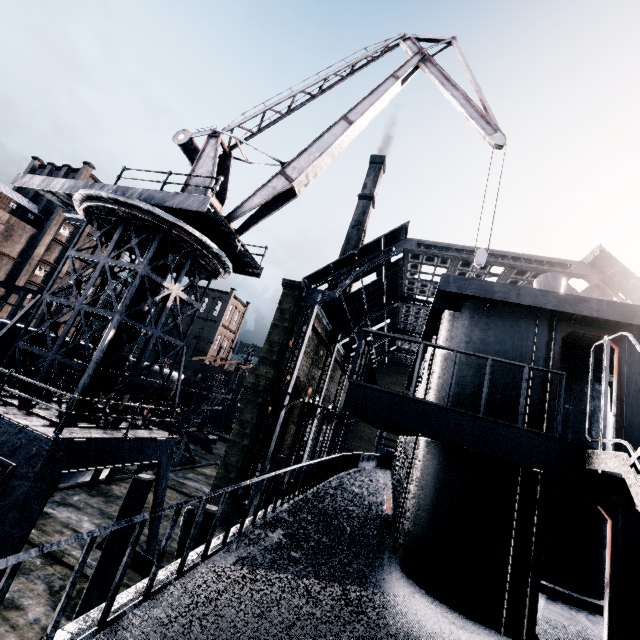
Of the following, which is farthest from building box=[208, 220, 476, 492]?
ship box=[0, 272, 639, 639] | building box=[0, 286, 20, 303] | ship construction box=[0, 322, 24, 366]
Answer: building box=[0, 286, 20, 303]

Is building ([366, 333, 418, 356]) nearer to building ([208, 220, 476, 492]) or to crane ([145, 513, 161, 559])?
crane ([145, 513, 161, 559])

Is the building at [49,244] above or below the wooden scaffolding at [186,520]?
above

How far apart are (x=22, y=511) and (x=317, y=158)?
15.85m

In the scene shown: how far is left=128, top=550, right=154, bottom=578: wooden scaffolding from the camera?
9.58m

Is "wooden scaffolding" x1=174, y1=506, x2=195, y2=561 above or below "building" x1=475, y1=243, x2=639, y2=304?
below

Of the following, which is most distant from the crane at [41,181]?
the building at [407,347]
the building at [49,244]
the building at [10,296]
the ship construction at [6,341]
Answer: the building at [49,244]
